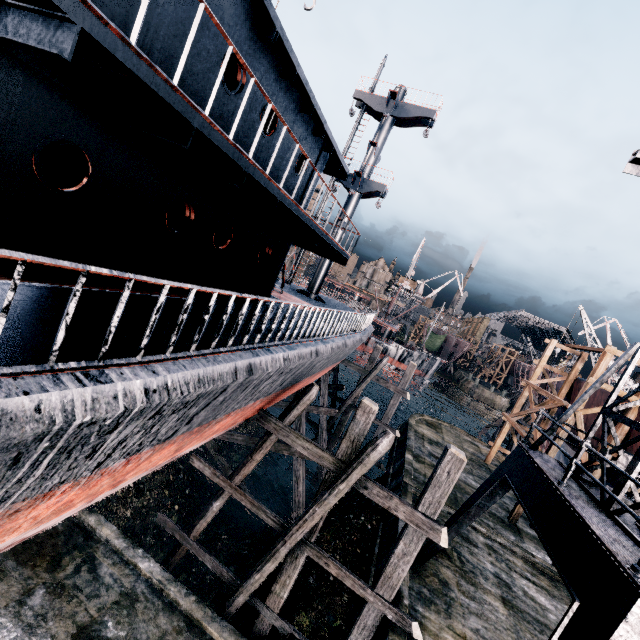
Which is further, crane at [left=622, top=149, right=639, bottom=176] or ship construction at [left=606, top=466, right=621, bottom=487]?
ship construction at [left=606, top=466, right=621, bottom=487]

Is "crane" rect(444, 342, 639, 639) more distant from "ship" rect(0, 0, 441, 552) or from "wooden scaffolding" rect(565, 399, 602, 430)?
"ship" rect(0, 0, 441, 552)

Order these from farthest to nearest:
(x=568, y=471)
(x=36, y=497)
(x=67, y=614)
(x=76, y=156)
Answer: (x=67, y=614) → (x=568, y=471) → (x=76, y=156) → (x=36, y=497)

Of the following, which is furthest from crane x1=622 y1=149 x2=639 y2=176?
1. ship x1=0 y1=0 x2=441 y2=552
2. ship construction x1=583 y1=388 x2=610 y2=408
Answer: ship x1=0 y1=0 x2=441 y2=552

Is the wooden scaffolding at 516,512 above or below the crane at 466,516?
below

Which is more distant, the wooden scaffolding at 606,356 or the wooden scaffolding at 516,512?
the wooden scaffolding at 516,512

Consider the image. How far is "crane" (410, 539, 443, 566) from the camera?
11.3m

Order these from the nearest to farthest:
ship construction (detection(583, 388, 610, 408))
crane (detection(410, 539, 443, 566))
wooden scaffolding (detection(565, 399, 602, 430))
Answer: crane (detection(410, 539, 443, 566)), wooden scaffolding (detection(565, 399, 602, 430)), ship construction (detection(583, 388, 610, 408))
